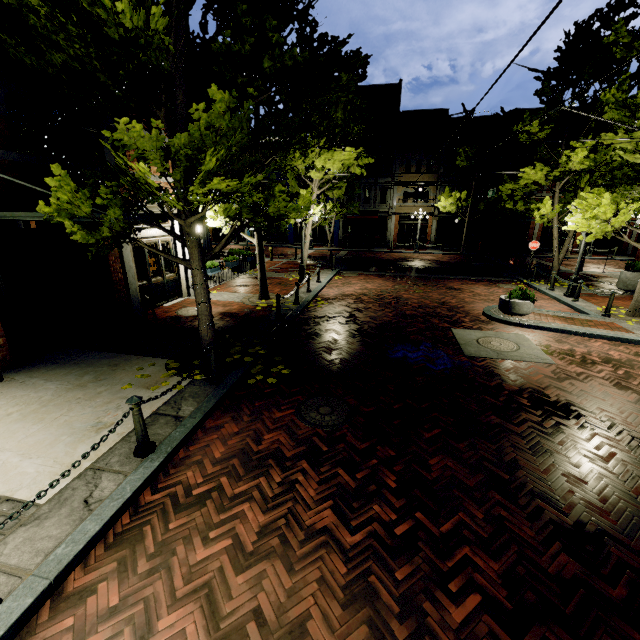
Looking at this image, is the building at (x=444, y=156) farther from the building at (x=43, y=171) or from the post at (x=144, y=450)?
the post at (x=144, y=450)

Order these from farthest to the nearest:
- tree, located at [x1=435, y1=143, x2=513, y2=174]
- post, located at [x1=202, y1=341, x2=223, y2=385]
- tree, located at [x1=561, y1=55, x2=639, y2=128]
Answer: tree, located at [x1=435, y1=143, x2=513, y2=174] → tree, located at [x1=561, y1=55, x2=639, y2=128] → post, located at [x1=202, y1=341, x2=223, y2=385]

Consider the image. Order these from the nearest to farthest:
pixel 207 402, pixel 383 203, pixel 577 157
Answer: pixel 207 402 → pixel 577 157 → pixel 383 203

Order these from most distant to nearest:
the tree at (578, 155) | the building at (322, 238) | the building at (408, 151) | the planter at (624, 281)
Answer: the building at (322, 238), the building at (408, 151), the planter at (624, 281), the tree at (578, 155)

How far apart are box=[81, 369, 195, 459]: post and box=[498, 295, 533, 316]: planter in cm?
1028

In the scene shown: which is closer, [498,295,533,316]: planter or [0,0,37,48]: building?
[0,0,37,48]: building

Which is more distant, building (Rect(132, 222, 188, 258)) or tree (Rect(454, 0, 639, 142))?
building (Rect(132, 222, 188, 258))

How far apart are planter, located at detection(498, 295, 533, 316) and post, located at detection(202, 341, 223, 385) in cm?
939
